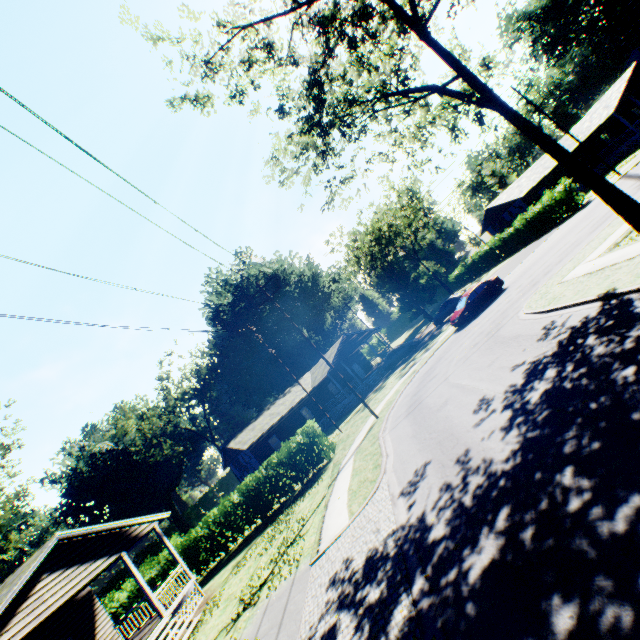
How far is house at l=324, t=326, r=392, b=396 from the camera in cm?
3634

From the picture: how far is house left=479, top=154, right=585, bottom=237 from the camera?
38.7m

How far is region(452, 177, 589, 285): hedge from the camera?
29.5 meters

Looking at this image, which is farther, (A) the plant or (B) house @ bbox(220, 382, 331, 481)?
(A) the plant

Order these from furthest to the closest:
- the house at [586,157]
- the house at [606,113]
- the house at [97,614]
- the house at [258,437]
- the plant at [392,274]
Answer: the plant at [392,274] < the house at [586,157] < the house at [606,113] < the house at [258,437] < the house at [97,614]

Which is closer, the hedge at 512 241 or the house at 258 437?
the hedge at 512 241

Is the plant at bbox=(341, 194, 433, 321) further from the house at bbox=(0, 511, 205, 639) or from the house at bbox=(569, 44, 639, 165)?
the house at bbox=(569, 44, 639, 165)

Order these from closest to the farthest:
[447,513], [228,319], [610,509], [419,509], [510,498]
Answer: [610,509], [510,498], [447,513], [419,509], [228,319]
